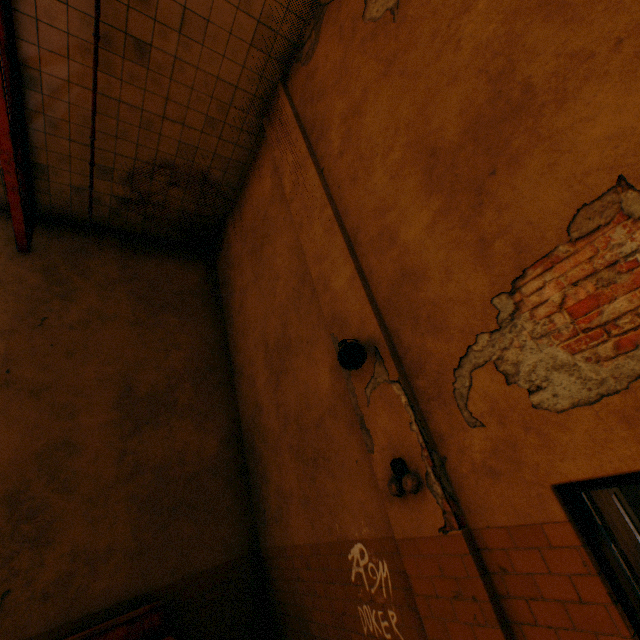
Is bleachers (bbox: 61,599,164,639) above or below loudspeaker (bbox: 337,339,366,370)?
below

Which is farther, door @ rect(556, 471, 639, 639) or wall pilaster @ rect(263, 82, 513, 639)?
wall pilaster @ rect(263, 82, 513, 639)

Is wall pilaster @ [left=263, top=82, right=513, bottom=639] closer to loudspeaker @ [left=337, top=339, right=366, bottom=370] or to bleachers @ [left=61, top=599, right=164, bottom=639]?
loudspeaker @ [left=337, top=339, right=366, bottom=370]

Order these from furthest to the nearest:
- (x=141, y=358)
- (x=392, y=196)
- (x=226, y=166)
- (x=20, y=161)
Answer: Result: (x=226, y=166) → (x=141, y=358) → (x=20, y=161) → (x=392, y=196)

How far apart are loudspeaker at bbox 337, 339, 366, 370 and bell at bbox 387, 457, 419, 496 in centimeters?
95cm

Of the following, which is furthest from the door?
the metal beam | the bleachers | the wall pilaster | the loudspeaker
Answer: the metal beam

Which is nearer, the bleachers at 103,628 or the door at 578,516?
the door at 578,516

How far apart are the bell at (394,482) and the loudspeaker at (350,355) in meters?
1.0 m
